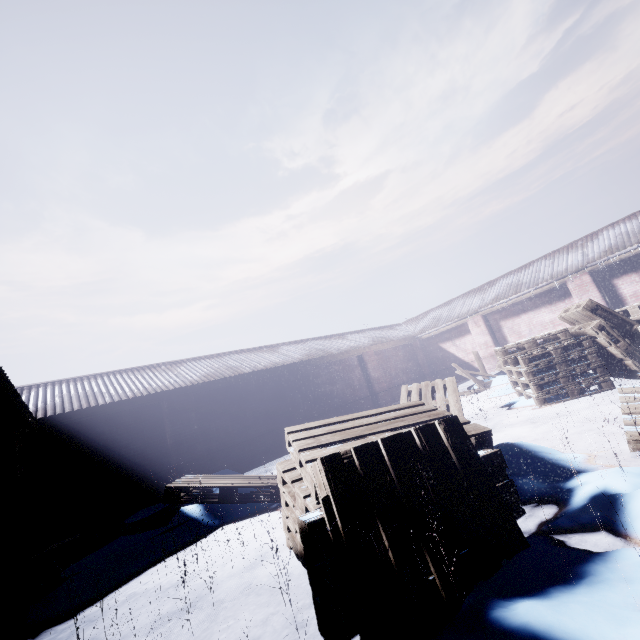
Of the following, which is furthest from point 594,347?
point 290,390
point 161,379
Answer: point 161,379

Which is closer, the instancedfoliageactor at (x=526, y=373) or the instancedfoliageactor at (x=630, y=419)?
the instancedfoliageactor at (x=630, y=419)

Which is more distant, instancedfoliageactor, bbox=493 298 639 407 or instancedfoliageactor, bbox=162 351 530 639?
instancedfoliageactor, bbox=493 298 639 407
